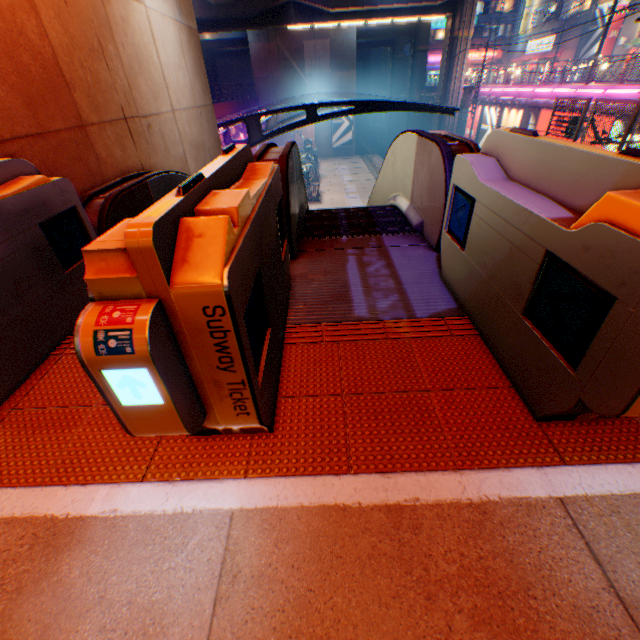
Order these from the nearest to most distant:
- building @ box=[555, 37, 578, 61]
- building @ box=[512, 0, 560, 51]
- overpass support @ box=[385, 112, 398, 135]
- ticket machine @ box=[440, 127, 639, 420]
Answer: ticket machine @ box=[440, 127, 639, 420]
building @ box=[555, 37, 578, 61]
building @ box=[512, 0, 560, 51]
overpass support @ box=[385, 112, 398, 135]

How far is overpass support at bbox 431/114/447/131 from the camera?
32.88m

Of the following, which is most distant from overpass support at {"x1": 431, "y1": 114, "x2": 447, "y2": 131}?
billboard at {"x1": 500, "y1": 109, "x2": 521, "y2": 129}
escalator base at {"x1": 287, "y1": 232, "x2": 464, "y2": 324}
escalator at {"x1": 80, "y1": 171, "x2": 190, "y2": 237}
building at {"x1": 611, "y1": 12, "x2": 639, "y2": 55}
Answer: building at {"x1": 611, "y1": 12, "x2": 639, "y2": 55}

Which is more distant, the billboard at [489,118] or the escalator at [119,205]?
the billboard at [489,118]

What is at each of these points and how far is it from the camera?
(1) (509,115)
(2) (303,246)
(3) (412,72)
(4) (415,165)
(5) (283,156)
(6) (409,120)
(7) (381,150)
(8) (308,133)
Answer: (1) billboard, 24.3m
(2) escalator base, 3.8m
(3) overpass support, 42.2m
(4) escalator, 4.1m
(5) escalator, 3.4m
(6) overpass support, 44.8m
(7) railway, 53.3m
(8) billboard, 40.9m

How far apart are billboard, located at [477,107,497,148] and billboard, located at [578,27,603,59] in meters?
16.6 m

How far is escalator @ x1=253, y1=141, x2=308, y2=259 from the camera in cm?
322

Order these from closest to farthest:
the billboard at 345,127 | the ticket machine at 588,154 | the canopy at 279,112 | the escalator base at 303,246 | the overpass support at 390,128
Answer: the ticket machine at 588,154 → the escalator base at 303,246 → the canopy at 279,112 → the billboard at 345,127 → the overpass support at 390,128
